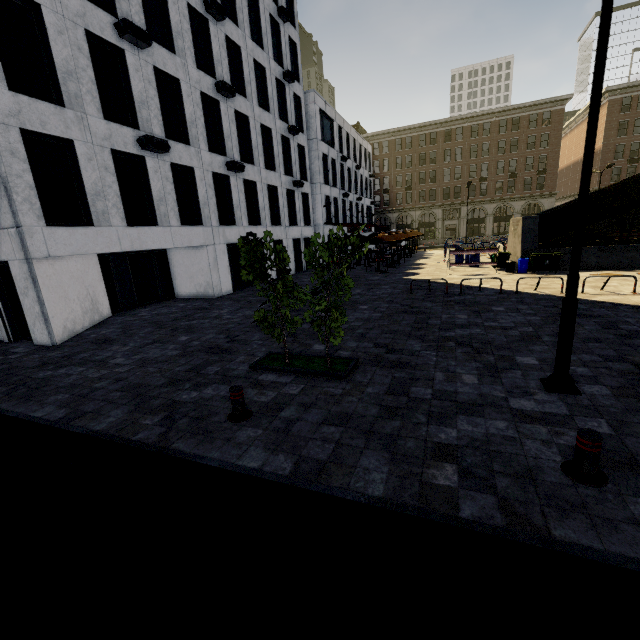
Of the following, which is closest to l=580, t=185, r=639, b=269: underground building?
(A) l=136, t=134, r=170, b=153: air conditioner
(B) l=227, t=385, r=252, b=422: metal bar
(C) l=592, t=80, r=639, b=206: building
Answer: (A) l=136, t=134, r=170, b=153: air conditioner

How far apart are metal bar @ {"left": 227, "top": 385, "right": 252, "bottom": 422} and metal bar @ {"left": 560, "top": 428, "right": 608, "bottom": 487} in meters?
4.5

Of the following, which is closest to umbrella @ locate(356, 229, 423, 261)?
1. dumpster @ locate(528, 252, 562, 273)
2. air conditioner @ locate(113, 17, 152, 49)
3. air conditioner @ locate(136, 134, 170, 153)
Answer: dumpster @ locate(528, 252, 562, 273)

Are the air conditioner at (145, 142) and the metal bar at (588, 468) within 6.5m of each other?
no

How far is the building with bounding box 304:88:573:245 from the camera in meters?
34.0 m

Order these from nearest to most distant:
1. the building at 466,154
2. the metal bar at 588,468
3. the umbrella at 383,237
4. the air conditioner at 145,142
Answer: the metal bar at 588,468 < the air conditioner at 145,142 < the umbrella at 383,237 < the building at 466,154

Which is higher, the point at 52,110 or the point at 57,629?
the point at 52,110

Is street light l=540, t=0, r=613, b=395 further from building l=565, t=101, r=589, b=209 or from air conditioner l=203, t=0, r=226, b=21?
air conditioner l=203, t=0, r=226, b=21
